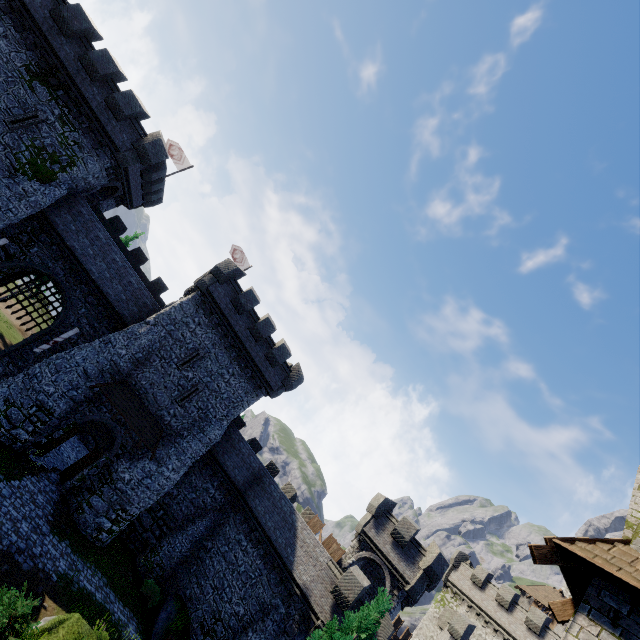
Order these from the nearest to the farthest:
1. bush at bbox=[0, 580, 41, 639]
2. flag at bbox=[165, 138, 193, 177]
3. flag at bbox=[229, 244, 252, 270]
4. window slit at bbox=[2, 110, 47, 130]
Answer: bush at bbox=[0, 580, 41, 639]
window slit at bbox=[2, 110, 47, 130]
flag at bbox=[165, 138, 193, 177]
flag at bbox=[229, 244, 252, 270]

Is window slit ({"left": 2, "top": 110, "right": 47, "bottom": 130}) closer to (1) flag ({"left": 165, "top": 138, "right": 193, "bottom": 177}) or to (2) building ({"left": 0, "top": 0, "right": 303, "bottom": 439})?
(2) building ({"left": 0, "top": 0, "right": 303, "bottom": 439})

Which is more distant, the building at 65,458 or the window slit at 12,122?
the building at 65,458

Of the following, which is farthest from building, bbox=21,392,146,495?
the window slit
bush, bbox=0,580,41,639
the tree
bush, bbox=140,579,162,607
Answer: the tree

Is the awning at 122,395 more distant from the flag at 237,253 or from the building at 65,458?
the flag at 237,253

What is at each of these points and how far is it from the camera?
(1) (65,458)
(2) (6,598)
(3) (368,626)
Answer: (1) building, 23.0m
(2) bush, 8.6m
(3) tree, 15.9m

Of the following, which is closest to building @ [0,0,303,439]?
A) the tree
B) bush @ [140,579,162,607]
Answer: bush @ [140,579,162,607]

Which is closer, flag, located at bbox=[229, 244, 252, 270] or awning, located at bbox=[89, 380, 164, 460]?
awning, located at bbox=[89, 380, 164, 460]
